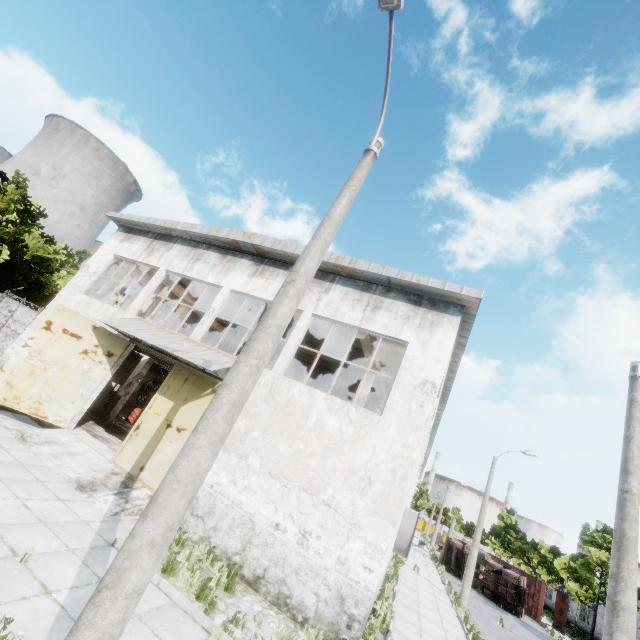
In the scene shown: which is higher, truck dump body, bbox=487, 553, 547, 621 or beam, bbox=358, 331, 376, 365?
beam, bbox=358, 331, 376, 365

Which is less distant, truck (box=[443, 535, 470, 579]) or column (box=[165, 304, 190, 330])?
column (box=[165, 304, 190, 330])

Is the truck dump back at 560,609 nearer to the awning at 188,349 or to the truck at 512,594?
the truck at 512,594

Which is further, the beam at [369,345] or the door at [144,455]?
the beam at [369,345]

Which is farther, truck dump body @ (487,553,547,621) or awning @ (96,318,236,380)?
truck dump body @ (487,553,547,621)

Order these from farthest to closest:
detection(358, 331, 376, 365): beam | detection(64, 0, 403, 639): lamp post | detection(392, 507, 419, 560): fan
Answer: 1. detection(392, 507, 419, 560): fan
2. detection(358, 331, 376, 365): beam
3. detection(64, 0, 403, 639): lamp post

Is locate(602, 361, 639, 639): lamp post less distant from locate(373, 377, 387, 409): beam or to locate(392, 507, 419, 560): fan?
locate(373, 377, 387, 409): beam

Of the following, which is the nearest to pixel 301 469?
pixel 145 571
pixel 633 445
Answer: pixel 145 571
